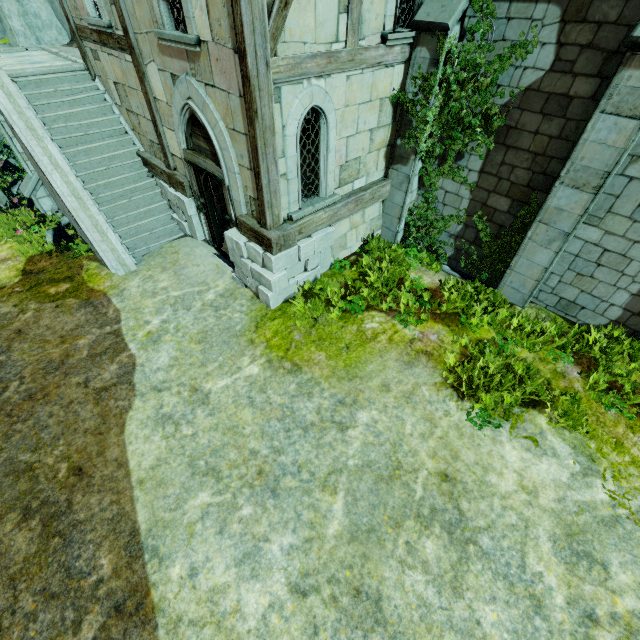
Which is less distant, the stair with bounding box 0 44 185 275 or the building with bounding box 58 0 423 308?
the building with bounding box 58 0 423 308

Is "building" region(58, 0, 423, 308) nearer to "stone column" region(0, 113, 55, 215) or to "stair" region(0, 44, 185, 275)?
"stair" region(0, 44, 185, 275)

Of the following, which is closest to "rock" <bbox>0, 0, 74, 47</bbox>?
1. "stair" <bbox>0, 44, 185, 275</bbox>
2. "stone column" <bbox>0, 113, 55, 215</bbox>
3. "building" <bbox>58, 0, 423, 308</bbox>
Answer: "stair" <bbox>0, 44, 185, 275</bbox>

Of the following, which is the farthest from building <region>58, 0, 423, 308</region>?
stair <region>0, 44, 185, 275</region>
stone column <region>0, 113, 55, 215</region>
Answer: stone column <region>0, 113, 55, 215</region>

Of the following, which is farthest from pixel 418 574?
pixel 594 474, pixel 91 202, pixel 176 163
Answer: pixel 91 202

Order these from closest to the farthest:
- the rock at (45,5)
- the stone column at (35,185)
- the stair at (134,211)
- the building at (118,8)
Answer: the building at (118,8) → the stair at (134,211) → the stone column at (35,185) → the rock at (45,5)

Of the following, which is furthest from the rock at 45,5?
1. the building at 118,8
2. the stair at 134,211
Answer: the building at 118,8

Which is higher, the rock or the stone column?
the rock
